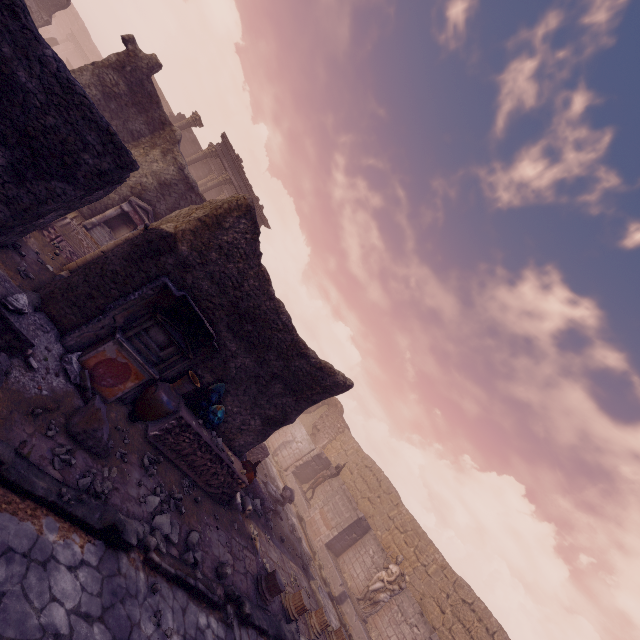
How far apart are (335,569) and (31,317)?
15.8 meters

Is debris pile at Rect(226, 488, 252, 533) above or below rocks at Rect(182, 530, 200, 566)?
above

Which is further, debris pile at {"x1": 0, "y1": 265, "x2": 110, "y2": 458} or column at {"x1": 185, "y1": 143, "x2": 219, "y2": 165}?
column at {"x1": 185, "y1": 143, "x2": 219, "y2": 165}

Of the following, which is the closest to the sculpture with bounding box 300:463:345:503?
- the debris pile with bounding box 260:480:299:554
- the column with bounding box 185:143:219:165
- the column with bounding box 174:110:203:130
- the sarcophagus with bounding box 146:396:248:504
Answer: the debris pile with bounding box 260:480:299:554

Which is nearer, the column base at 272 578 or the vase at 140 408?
the vase at 140 408

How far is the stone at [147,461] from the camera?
5.7m

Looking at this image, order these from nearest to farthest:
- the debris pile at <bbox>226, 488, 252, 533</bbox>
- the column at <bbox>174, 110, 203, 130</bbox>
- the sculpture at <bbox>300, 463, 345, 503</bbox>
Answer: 1. the debris pile at <bbox>226, 488, 252, 533</bbox>
2. the sculpture at <bbox>300, 463, 345, 503</bbox>
3. the column at <bbox>174, 110, 203, 130</bbox>

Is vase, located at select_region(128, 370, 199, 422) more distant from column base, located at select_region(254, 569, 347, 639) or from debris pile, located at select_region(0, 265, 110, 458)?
column base, located at select_region(254, 569, 347, 639)
